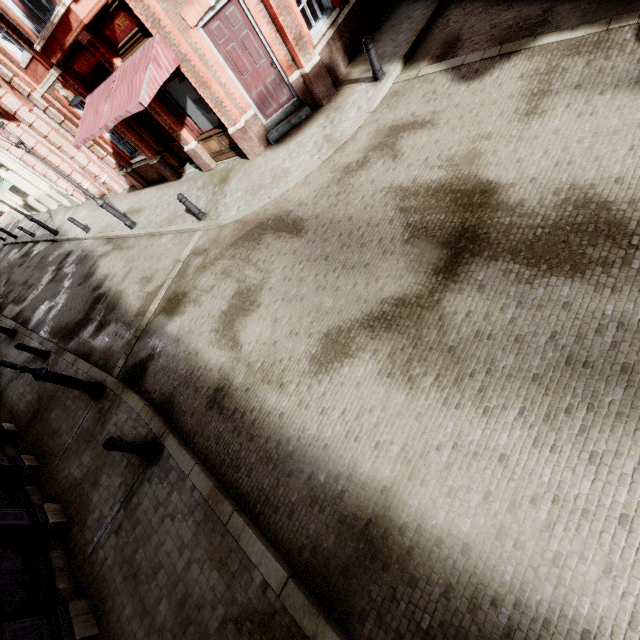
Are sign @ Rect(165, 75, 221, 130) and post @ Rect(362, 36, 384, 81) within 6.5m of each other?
yes

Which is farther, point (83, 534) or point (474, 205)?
point (83, 534)

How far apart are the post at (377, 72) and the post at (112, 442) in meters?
10.2 m

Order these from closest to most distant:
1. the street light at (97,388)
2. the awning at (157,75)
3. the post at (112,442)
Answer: the post at (112,442) < the street light at (97,388) < the awning at (157,75)

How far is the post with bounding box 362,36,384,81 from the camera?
7.8m

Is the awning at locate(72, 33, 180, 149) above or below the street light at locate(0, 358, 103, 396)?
above

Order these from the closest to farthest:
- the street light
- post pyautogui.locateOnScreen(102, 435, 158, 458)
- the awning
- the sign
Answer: post pyautogui.locateOnScreen(102, 435, 158, 458)
the street light
the awning
the sign

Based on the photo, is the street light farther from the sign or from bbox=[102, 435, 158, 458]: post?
the sign
